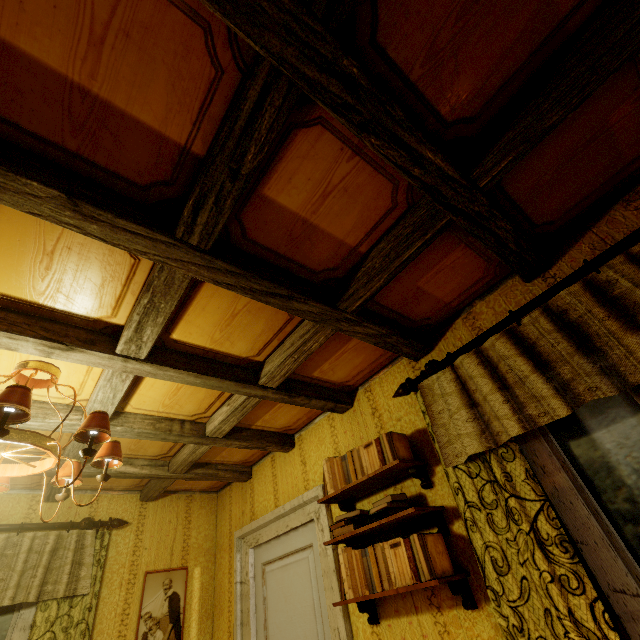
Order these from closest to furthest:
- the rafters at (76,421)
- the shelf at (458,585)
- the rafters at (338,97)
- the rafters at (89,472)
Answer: the rafters at (338,97), the shelf at (458,585), the rafters at (76,421), the rafters at (89,472)

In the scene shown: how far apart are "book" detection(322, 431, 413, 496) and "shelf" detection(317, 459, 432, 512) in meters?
0.1 m

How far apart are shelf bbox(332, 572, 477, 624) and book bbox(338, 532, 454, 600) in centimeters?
Result: 2cm

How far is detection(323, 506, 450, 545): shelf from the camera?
1.7 meters

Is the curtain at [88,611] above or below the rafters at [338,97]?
below

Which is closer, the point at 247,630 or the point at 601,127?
the point at 601,127

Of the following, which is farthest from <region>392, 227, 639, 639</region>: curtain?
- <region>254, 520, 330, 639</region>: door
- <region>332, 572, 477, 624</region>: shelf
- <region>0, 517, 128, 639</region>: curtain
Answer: <region>0, 517, 128, 639</region>: curtain

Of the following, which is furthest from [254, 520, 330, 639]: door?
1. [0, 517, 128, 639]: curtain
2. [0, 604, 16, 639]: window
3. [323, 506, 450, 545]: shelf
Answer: [0, 604, 16, 639]: window
